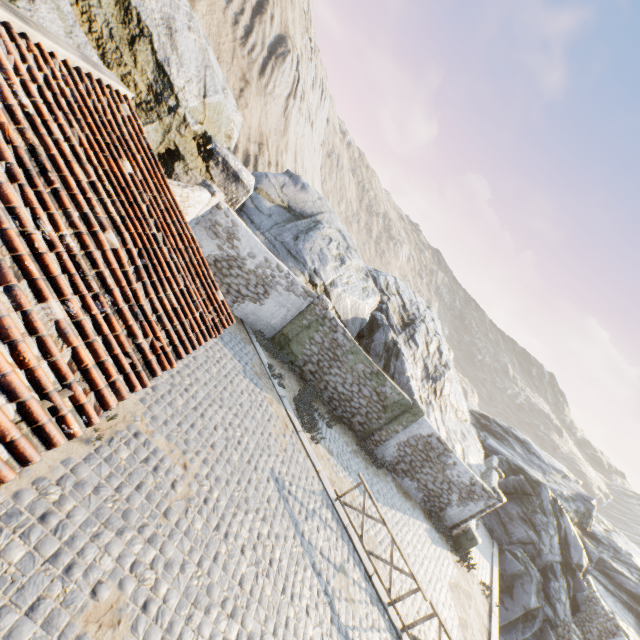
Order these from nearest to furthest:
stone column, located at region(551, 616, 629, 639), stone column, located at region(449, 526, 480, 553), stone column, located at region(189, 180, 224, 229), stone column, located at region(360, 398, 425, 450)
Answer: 1. stone column, located at region(189, 180, 224, 229)
2. stone column, located at region(360, 398, 425, 450)
3. stone column, located at region(449, 526, 480, 553)
4. stone column, located at region(551, 616, 629, 639)

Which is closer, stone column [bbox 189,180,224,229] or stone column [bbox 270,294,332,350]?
stone column [bbox 189,180,224,229]

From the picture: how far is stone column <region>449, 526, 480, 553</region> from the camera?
14.7m

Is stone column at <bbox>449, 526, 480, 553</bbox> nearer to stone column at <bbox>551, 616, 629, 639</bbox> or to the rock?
the rock

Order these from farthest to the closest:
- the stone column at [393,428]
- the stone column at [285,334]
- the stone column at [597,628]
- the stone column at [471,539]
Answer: the stone column at [597,628] < the stone column at [471,539] < the stone column at [393,428] < the stone column at [285,334]

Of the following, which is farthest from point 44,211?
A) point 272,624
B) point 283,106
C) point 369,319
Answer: point 283,106

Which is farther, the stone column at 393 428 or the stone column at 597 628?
the stone column at 597 628

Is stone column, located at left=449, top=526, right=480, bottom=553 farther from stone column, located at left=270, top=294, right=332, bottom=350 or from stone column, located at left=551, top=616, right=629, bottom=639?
stone column, located at left=270, top=294, right=332, bottom=350
